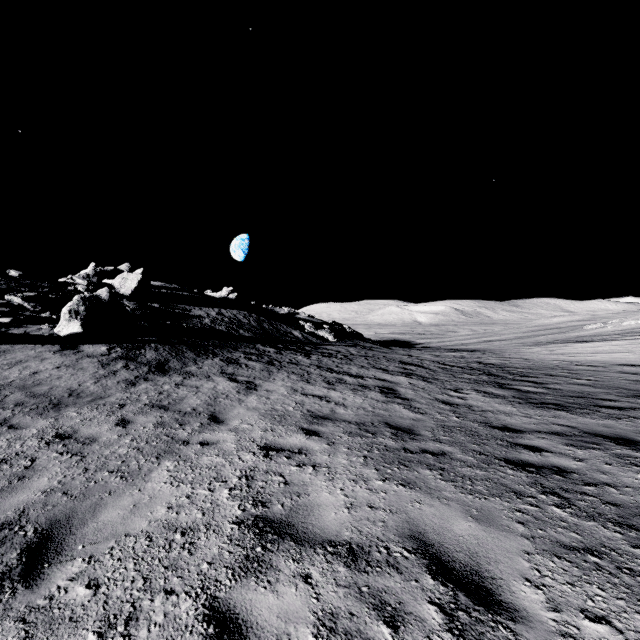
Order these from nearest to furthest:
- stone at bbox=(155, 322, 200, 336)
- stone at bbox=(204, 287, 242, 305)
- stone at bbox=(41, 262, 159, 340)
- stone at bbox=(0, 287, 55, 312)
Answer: stone at bbox=(41, 262, 159, 340) → stone at bbox=(0, 287, 55, 312) → stone at bbox=(155, 322, 200, 336) → stone at bbox=(204, 287, 242, 305)

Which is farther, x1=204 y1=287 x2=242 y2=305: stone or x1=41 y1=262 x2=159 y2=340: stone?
x1=204 y1=287 x2=242 y2=305: stone

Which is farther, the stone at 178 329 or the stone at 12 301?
the stone at 178 329

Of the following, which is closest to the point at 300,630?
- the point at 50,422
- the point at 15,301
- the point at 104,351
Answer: the point at 50,422

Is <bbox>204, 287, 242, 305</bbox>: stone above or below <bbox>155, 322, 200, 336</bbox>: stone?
above

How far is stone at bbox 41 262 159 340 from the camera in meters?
14.7 m

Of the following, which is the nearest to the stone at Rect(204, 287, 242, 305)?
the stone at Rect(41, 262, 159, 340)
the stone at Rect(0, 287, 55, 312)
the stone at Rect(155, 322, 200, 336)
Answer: the stone at Rect(41, 262, 159, 340)

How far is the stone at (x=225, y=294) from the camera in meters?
40.9
